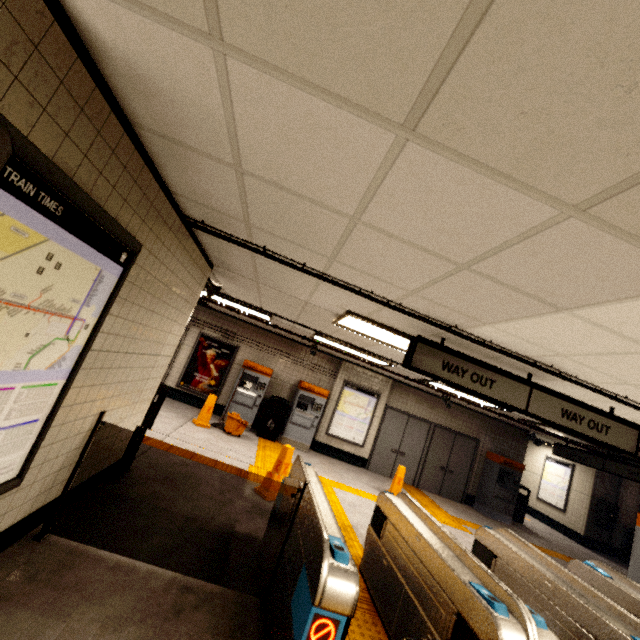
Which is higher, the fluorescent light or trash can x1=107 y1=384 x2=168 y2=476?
the fluorescent light

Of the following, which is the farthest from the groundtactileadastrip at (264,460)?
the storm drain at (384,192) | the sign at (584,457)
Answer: the storm drain at (384,192)

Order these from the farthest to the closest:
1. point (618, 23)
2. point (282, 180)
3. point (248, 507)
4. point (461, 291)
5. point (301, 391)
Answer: point (301, 391), point (248, 507), point (461, 291), point (282, 180), point (618, 23)

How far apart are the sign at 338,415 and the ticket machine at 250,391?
2.2 meters

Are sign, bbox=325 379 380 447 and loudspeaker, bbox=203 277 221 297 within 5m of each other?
no

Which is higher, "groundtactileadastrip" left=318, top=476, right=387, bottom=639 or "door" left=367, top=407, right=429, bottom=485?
"door" left=367, top=407, right=429, bottom=485

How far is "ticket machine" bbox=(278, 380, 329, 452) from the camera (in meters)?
9.33

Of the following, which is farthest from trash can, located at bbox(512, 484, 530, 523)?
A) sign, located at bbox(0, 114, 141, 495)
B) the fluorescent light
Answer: sign, located at bbox(0, 114, 141, 495)
